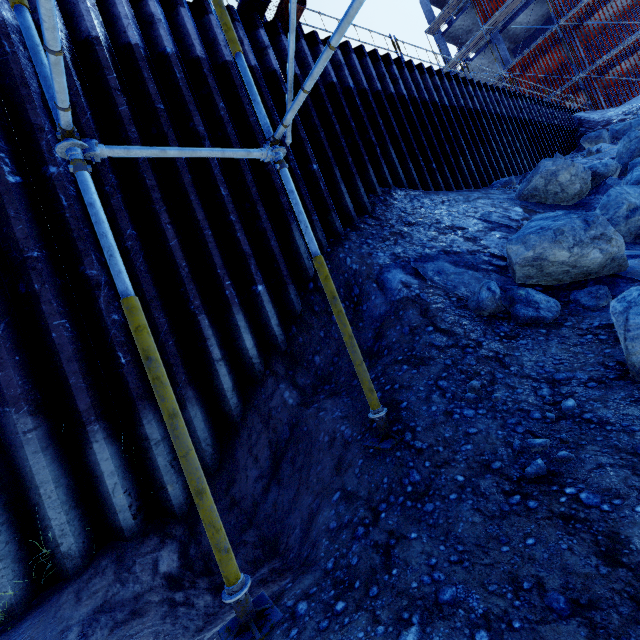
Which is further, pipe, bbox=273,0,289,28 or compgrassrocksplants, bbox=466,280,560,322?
pipe, bbox=273,0,289,28

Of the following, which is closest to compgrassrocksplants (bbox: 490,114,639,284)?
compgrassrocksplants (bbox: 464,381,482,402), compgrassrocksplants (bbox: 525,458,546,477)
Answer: compgrassrocksplants (bbox: 464,381,482,402)

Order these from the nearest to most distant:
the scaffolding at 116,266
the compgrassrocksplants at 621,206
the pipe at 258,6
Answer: the scaffolding at 116,266 → the compgrassrocksplants at 621,206 → the pipe at 258,6

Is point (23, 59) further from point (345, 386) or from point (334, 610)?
point (334, 610)

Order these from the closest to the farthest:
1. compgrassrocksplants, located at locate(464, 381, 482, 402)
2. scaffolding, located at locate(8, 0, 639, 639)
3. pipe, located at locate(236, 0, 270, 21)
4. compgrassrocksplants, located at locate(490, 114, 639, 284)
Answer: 1. scaffolding, located at locate(8, 0, 639, 639)
2. compgrassrocksplants, located at locate(464, 381, 482, 402)
3. compgrassrocksplants, located at locate(490, 114, 639, 284)
4. pipe, located at locate(236, 0, 270, 21)

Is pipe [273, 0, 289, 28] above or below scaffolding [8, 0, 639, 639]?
above

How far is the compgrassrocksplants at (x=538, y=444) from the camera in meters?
2.1 m

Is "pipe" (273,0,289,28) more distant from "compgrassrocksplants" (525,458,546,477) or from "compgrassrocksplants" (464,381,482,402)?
"compgrassrocksplants" (525,458,546,477)
